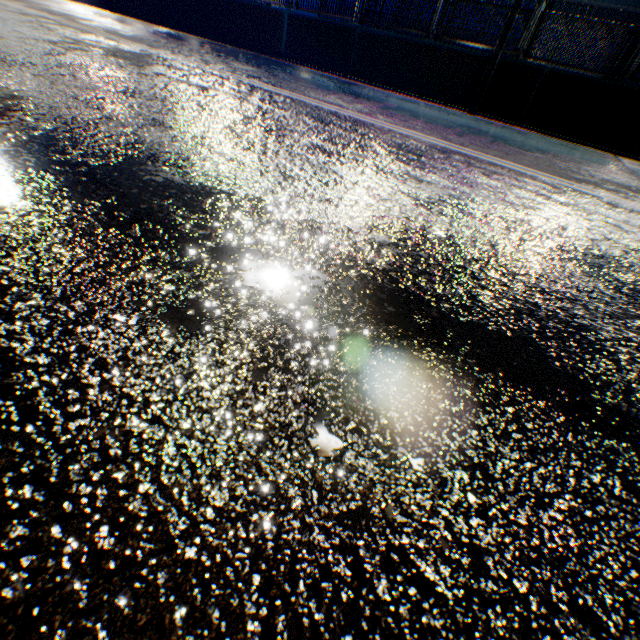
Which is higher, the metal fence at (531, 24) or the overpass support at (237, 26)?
the metal fence at (531, 24)

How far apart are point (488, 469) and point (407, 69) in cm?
1229

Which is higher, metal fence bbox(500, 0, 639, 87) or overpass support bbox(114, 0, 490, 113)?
metal fence bbox(500, 0, 639, 87)

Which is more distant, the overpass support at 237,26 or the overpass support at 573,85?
the overpass support at 237,26

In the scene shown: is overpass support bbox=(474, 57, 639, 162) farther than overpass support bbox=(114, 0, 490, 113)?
No

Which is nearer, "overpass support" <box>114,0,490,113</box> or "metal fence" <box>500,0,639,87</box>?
"metal fence" <box>500,0,639,87</box>
